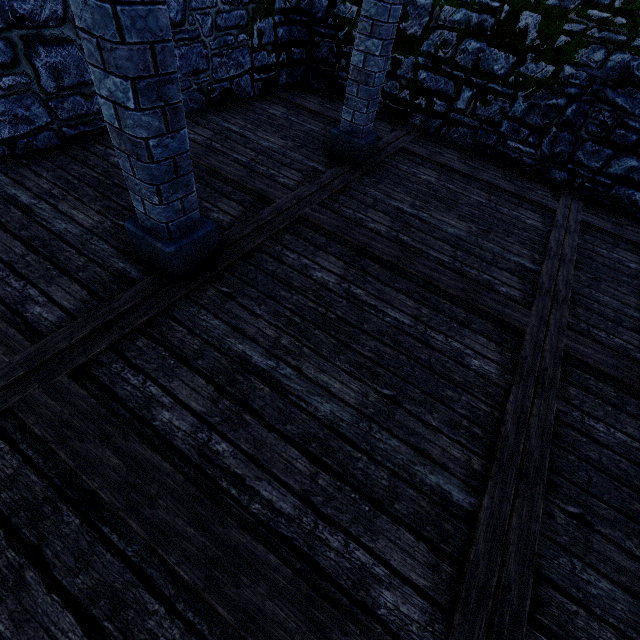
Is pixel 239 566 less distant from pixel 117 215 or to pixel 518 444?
pixel 518 444

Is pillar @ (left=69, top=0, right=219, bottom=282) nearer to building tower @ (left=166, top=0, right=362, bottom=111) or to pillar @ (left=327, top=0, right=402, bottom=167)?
pillar @ (left=327, top=0, right=402, bottom=167)

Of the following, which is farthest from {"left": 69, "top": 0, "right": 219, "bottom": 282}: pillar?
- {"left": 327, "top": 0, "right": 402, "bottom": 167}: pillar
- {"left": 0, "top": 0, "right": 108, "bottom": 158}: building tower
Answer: {"left": 0, "top": 0, "right": 108, "bottom": 158}: building tower

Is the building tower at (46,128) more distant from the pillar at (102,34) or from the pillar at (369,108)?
the pillar at (102,34)

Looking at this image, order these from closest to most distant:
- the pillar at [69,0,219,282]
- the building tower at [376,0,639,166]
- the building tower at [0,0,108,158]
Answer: the pillar at [69,0,219,282] → the building tower at [0,0,108,158] → the building tower at [376,0,639,166]

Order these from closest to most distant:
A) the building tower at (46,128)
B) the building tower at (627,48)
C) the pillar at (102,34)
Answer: the pillar at (102,34) < the building tower at (46,128) < the building tower at (627,48)

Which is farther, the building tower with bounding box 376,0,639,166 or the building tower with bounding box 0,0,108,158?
the building tower with bounding box 376,0,639,166
